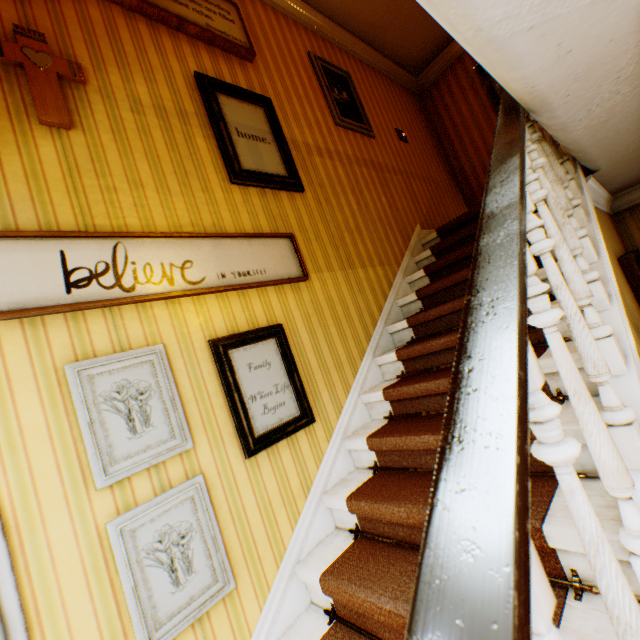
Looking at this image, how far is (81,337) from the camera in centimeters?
160cm

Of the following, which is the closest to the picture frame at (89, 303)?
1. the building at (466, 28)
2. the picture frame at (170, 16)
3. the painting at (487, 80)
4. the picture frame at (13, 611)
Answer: the building at (466, 28)

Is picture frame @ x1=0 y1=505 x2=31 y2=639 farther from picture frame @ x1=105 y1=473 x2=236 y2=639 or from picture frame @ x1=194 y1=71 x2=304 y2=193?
picture frame @ x1=194 y1=71 x2=304 y2=193

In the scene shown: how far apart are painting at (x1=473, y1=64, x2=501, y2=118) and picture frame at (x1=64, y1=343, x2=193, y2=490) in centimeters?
603cm

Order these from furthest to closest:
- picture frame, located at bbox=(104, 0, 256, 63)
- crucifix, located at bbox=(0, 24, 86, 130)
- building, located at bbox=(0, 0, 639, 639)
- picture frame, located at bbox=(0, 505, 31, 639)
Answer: picture frame, located at bbox=(104, 0, 256, 63) → crucifix, located at bbox=(0, 24, 86, 130) → picture frame, located at bbox=(0, 505, 31, 639) → building, located at bbox=(0, 0, 639, 639)

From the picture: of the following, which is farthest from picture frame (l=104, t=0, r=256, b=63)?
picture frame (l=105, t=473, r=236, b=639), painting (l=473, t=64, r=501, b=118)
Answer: painting (l=473, t=64, r=501, b=118)

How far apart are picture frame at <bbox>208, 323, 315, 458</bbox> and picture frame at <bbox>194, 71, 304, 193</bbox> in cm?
116

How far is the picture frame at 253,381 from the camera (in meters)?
1.96
